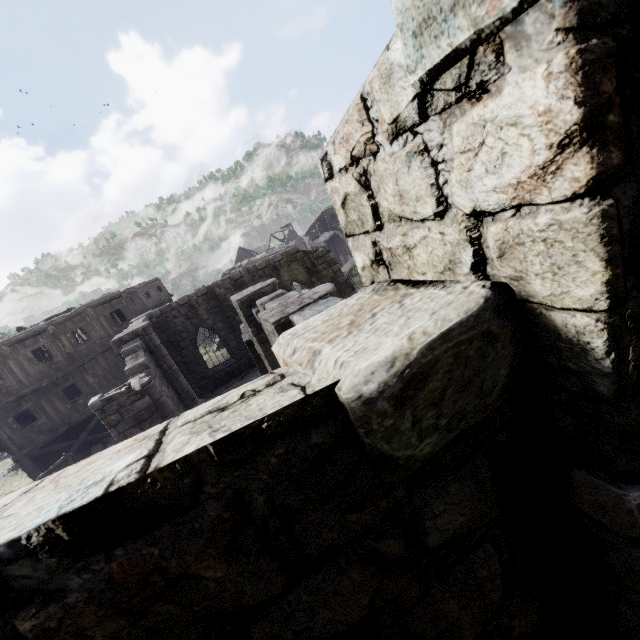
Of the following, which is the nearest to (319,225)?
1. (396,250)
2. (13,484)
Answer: (13,484)
